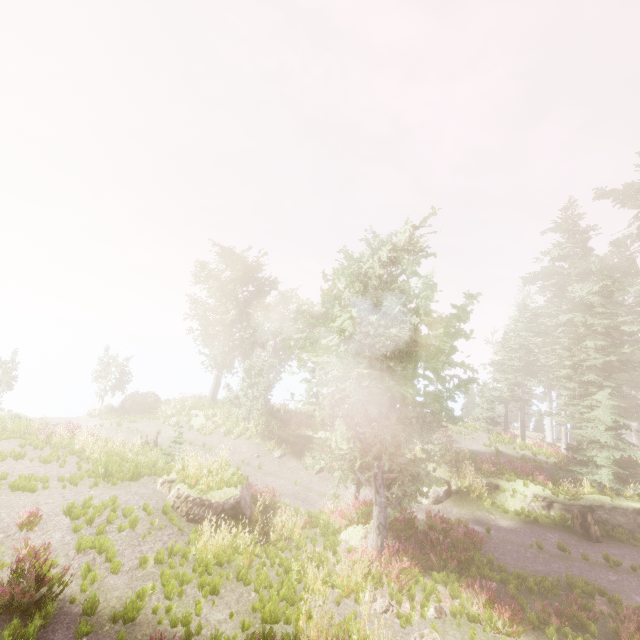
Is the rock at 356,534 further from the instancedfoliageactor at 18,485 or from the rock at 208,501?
the rock at 208,501

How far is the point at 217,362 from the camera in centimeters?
2872cm

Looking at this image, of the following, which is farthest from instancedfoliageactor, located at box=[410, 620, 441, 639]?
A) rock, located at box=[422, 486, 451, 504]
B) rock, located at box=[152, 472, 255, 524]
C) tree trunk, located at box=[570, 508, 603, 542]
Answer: rock, located at box=[422, 486, 451, 504]

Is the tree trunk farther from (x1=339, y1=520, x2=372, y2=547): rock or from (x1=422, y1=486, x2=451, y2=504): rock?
(x1=339, y1=520, x2=372, y2=547): rock

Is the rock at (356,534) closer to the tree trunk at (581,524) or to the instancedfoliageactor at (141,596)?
the instancedfoliageactor at (141,596)

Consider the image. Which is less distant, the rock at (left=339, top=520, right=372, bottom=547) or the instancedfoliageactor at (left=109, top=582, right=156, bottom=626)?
the instancedfoliageactor at (left=109, top=582, right=156, bottom=626)

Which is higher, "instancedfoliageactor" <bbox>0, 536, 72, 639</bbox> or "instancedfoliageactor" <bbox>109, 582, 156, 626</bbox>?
"instancedfoliageactor" <bbox>0, 536, 72, 639</bbox>

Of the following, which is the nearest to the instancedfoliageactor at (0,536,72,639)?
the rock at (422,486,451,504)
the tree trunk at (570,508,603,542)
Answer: the tree trunk at (570,508,603,542)
